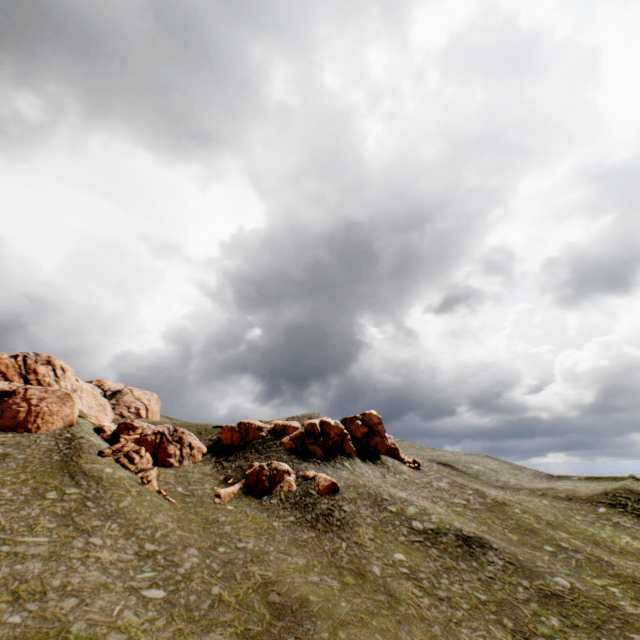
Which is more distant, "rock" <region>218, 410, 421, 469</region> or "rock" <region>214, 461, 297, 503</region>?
"rock" <region>218, 410, 421, 469</region>

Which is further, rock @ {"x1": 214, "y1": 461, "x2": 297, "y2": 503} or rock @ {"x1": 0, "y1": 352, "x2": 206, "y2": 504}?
rock @ {"x1": 214, "y1": 461, "x2": 297, "y2": 503}

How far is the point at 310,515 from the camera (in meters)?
34.50

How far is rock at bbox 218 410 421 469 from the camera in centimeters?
4841cm

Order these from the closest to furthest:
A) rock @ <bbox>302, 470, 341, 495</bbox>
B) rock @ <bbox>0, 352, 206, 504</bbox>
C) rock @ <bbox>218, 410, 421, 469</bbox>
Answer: rock @ <bbox>0, 352, 206, 504</bbox>
rock @ <bbox>302, 470, 341, 495</bbox>
rock @ <bbox>218, 410, 421, 469</bbox>

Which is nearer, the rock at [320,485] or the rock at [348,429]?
the rock at [320,485]

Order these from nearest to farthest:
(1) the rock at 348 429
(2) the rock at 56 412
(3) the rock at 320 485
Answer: (2) the rock at 56 412 → (3) the rock at 320 485 → (1) the rock at 348 429
